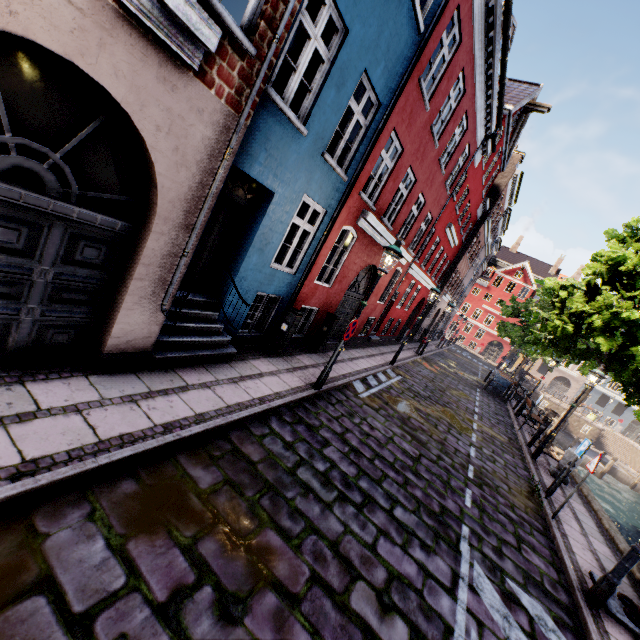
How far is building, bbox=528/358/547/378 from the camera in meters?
48.8

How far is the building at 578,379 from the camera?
46.5 meters

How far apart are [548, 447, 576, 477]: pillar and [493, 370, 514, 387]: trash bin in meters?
12.2

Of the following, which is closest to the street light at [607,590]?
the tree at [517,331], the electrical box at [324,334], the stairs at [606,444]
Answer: the tree at [517,331]

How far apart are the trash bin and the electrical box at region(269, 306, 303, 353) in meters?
19.5 m

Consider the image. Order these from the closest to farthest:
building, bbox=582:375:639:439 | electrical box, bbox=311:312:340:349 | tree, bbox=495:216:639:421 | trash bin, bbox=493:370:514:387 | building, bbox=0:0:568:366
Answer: building, bbox=0:0:568:366 → electrical box, bbox=311:312:340:349 → tree, bbox=495:216:639:421 → trash bin, bbox=493:370:514:387 → building, bbox=582:375:639:439

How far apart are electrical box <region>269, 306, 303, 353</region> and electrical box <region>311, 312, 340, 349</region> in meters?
2.1

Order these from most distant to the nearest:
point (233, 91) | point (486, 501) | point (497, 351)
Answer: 1. point (497, 351)
2. point (486, 501)
3. point (233, 91)
